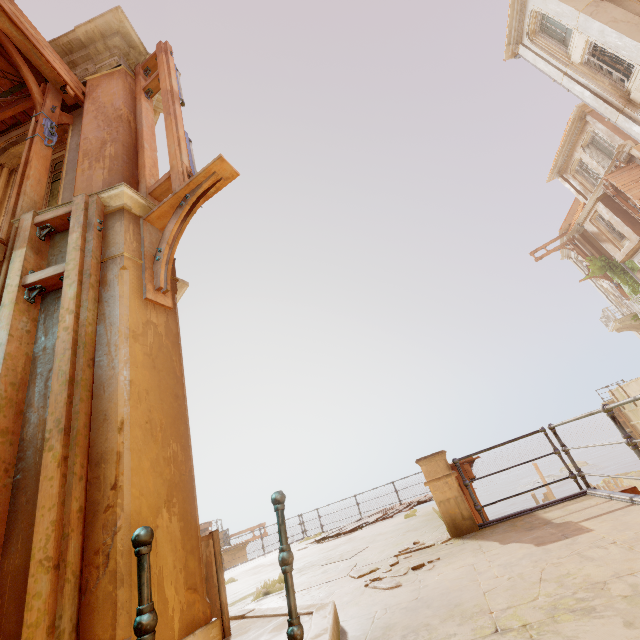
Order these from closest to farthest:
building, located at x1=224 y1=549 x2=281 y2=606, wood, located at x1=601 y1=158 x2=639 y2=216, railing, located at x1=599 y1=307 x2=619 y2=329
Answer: building, located at x1=224 y1=549 x2=281 y2=606 < wood, located at x1=601 y1=158 x2=639 y2=216 < railing, located at x1=599 y1=307 x2=619 y2=329

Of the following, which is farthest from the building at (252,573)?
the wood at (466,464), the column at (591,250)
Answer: the column at (591,250)

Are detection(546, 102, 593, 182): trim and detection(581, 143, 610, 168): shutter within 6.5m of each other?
yes

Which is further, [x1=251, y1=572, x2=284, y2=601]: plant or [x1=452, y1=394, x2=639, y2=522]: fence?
[x1=251, y1=572, x2=284, y2=601]: plant

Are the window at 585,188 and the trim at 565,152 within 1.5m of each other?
yes

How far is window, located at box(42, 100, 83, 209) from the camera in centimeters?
471cm

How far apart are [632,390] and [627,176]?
13.2 meters

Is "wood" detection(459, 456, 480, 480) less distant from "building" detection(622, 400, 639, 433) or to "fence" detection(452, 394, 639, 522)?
"fence" detection(452, 394, 639, 522)
